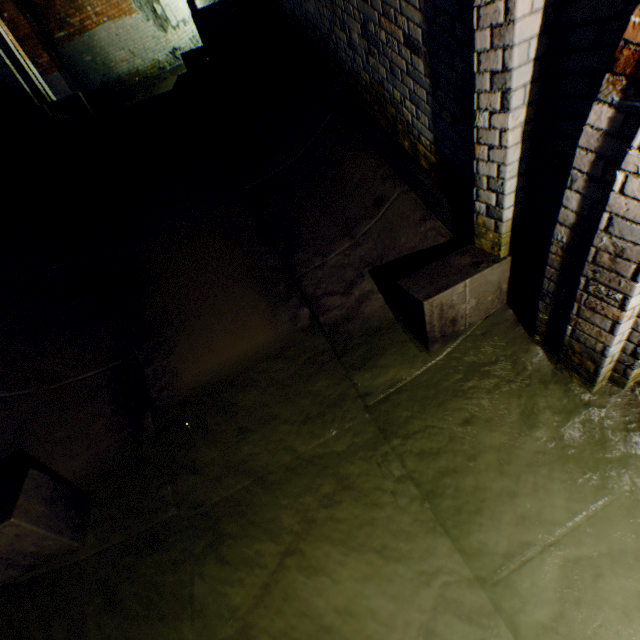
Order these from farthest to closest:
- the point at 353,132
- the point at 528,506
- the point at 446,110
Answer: the point at 353,132, the point at 446,110, the point at 528,506

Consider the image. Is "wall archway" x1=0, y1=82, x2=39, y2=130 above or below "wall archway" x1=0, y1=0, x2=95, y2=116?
below

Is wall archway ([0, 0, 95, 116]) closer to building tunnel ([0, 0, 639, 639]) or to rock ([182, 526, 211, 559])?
building tunnel ([0, 0, 639, 639])

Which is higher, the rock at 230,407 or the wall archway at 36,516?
the wall archway at 36,516

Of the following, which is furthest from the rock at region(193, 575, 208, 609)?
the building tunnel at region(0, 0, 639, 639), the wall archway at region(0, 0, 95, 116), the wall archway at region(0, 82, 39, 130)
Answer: the wall archway at region(0, 0, 95, 116)

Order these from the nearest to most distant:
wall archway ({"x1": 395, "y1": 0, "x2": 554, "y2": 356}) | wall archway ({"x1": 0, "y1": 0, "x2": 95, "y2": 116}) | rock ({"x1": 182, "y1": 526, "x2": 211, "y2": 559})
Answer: wall archway ({"x1": 395, "y1": 0, "x2": 554, "y2": 356})
rock ({"x1": 182, "y1": 526, "x2": 211, "y2": 559})
wall archway ({"x1": 0, "y1": 0, "x2": 95, "y2": 116})

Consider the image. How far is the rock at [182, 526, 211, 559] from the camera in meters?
2.2 m

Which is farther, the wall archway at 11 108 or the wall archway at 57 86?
the wall archway at 57 86
